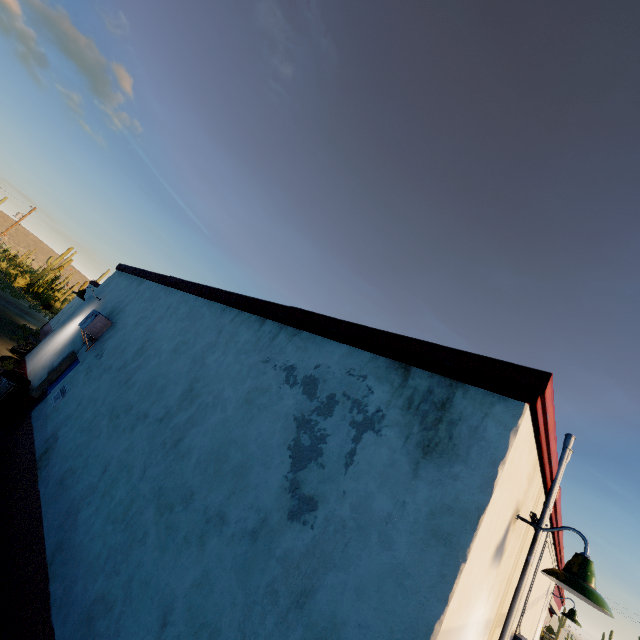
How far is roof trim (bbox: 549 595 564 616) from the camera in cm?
1018

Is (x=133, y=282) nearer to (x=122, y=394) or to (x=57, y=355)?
(x=57, y=355)

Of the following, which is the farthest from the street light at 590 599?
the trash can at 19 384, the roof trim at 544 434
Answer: the trash can at 19 384

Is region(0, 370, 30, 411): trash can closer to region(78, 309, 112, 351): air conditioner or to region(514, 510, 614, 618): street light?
region(78, 309, 112, 351): air conditioner

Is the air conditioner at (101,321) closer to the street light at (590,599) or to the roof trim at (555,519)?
the roof trim at (555,519)

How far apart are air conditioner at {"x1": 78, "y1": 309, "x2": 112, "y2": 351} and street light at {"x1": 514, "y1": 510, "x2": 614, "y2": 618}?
9.04m
